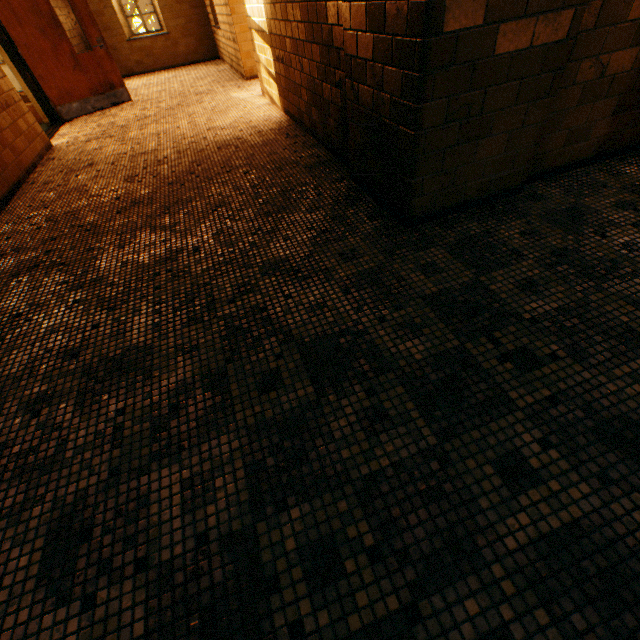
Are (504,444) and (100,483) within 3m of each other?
yes
